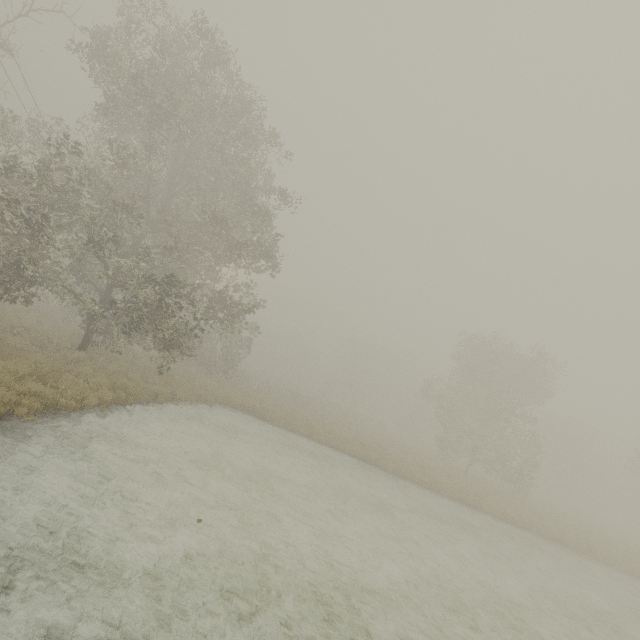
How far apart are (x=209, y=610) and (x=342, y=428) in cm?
2594
